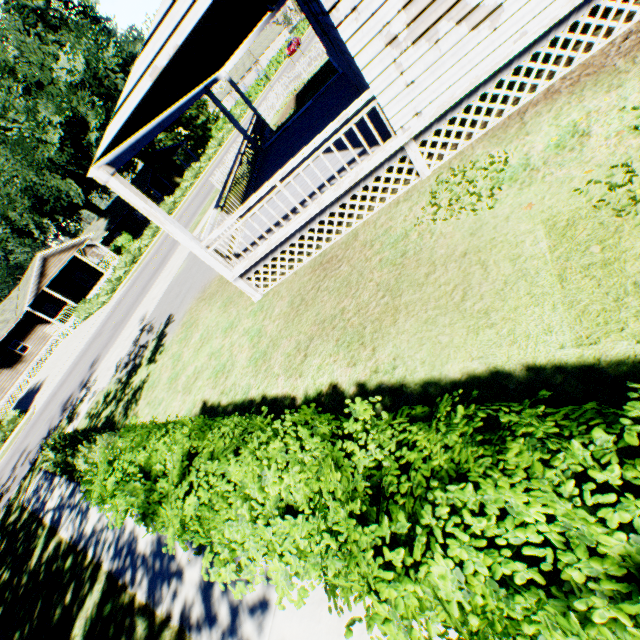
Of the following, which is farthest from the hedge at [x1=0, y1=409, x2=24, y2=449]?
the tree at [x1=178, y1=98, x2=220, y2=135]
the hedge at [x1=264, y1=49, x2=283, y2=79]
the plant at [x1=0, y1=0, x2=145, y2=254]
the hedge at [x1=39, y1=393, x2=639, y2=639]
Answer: the tree at [x1=178, y1=98, x2=220, y2=135]

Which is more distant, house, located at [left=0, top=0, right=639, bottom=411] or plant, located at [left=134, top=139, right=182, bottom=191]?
plant, located at [left=134, top=139, right=182, bottom=191]

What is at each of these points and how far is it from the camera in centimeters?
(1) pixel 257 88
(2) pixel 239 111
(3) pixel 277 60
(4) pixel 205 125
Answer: (1) hedge, 5184cm
(2) hedge, 4794cm
(3) hedge, 5822cm
(4) tree, 5772cm

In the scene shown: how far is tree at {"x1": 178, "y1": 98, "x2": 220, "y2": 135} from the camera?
56.7 meters

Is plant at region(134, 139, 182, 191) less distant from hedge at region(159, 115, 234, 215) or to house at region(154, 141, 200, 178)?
hedge at region(159, 115, 234, 215)

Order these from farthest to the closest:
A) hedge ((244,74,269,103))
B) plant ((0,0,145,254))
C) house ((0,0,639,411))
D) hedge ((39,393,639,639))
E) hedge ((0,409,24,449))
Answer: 1. hedge ((244,74,269,103))
2. plant ((0,0,145,254))
3. hedge ((0,409,24,449))
4. house ((0,0,639,411))
5. hedge ((39,393,639,639))

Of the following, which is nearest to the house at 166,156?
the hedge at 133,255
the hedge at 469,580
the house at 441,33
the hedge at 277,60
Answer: the hedge at 133,255

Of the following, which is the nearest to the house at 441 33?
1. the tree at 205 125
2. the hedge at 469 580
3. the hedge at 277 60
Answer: the hedge at 469 580
